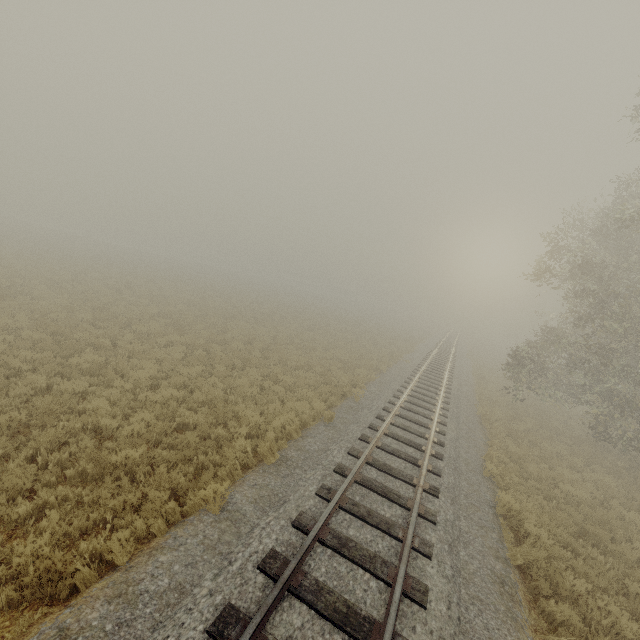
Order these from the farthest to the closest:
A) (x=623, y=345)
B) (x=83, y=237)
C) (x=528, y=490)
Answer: (x=83, y=237) → (x=623, y=345) → (x=528, y=490)
